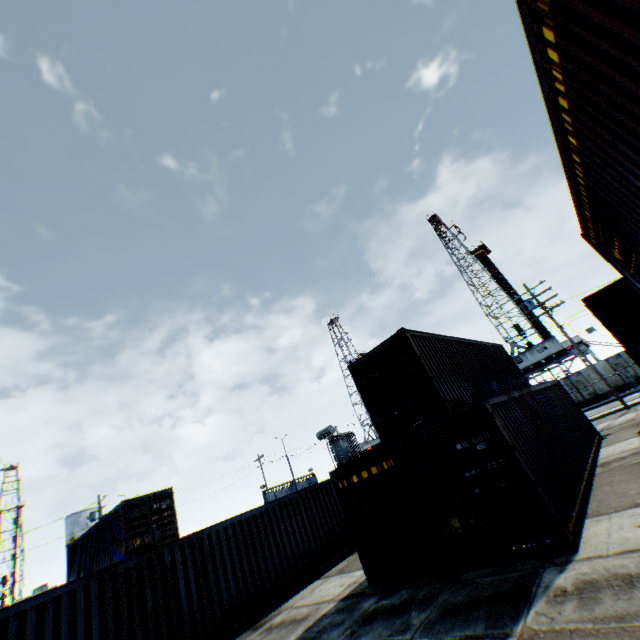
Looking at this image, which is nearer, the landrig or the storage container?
the storage container

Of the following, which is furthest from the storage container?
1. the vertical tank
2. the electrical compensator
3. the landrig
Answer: the vertical tank

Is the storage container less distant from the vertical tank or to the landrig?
the landrig

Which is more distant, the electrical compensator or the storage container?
the electrical compensator

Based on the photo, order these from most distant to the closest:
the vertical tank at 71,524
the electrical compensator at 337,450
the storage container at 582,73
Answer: the vertical tank at 71,524 → the electrical compensator at 337,450 → the storage container at 582,73

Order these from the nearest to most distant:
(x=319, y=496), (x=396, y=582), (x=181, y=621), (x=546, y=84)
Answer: (x=546, y=84)
(x=396, y=582)
(x=181, y=621)
(x=319, y=496)

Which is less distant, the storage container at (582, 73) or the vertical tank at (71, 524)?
the storage container at (582, 73)

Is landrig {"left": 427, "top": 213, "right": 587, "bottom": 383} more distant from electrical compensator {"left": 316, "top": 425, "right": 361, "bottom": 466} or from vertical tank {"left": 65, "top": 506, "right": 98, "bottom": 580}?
vertical tank {"left": 65, "top": 506, "right": 98, "bottom": 580}
